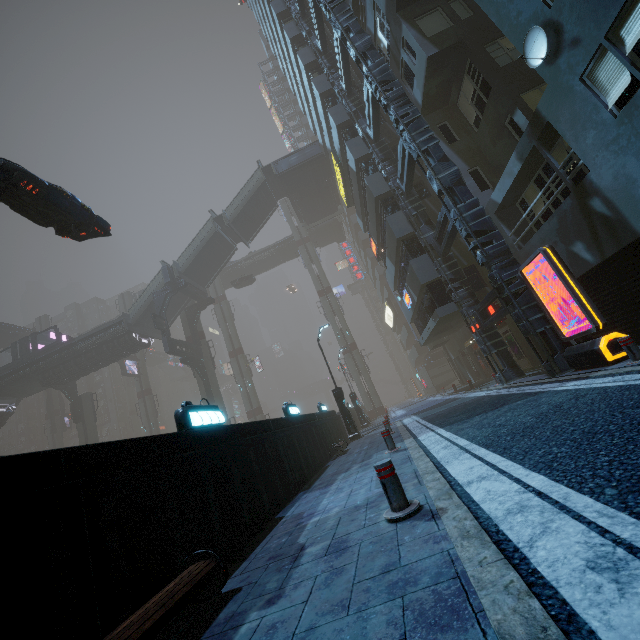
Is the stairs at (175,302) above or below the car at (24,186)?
above

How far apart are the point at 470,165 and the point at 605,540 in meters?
16.2

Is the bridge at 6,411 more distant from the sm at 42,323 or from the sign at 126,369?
the sign at 126,369

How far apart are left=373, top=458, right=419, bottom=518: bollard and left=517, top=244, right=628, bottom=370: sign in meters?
7.1

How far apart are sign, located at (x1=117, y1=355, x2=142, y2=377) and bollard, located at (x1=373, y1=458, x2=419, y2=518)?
50.01m

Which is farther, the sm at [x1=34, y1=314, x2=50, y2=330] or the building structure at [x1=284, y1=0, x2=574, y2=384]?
the sm at [x1=34, y1=314, x2=50, y2=330]

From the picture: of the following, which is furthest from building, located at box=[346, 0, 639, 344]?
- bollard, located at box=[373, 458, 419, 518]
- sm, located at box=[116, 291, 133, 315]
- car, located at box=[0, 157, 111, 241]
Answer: car, located at box=[0, 157, 111, 241]

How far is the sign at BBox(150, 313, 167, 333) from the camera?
29.0m
